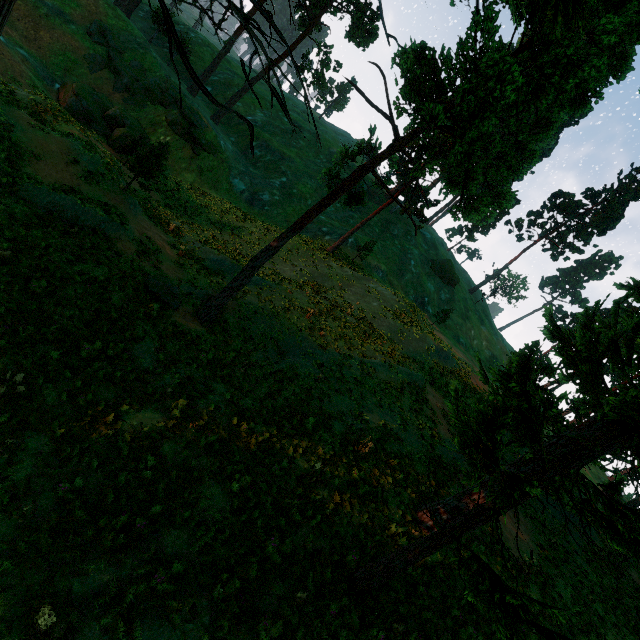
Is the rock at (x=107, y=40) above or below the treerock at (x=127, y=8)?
below

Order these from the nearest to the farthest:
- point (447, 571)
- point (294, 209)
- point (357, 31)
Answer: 1. point (447, 571)
2. point (357, 31)
3. point (294, 209)

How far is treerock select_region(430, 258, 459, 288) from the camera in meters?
53.8

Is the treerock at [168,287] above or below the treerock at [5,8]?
below

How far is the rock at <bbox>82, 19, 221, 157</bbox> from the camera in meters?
31.8 m

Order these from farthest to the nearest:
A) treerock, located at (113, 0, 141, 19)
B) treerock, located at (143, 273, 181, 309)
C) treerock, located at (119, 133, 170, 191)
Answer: treerock, located at (113, 0, 141, 19), treerock, located at (119, 133, 170, 191), treerock, located at (143, 273, 181, 309)

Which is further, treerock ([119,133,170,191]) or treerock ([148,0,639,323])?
treerock ([119,133,170,191])
